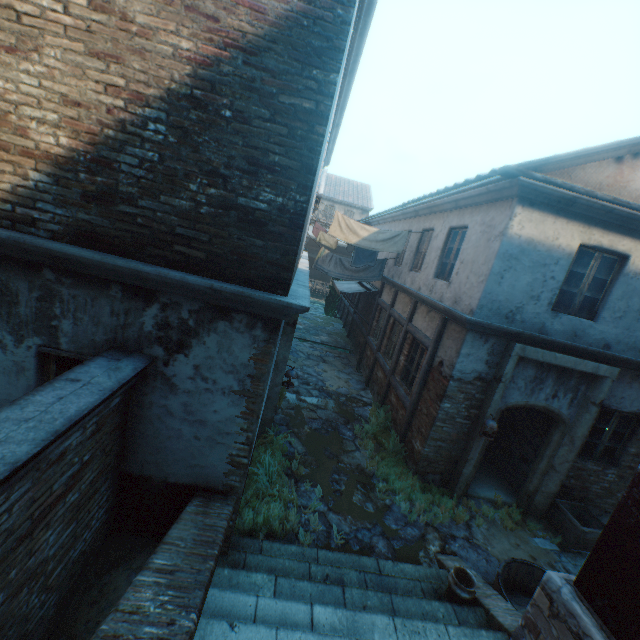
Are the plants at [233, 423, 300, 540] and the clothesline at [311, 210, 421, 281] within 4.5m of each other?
no

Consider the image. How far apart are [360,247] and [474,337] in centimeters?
469cm

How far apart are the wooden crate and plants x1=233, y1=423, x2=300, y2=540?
5.2m

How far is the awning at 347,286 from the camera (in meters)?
13.29

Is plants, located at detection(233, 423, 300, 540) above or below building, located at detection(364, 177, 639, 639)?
below

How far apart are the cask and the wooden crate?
1.95m

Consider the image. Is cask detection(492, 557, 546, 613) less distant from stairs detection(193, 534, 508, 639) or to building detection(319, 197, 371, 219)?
stairs detection(193, 534, 508, 639)

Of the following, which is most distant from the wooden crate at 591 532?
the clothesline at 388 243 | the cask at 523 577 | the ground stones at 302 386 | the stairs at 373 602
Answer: the clothesline at 388 243
